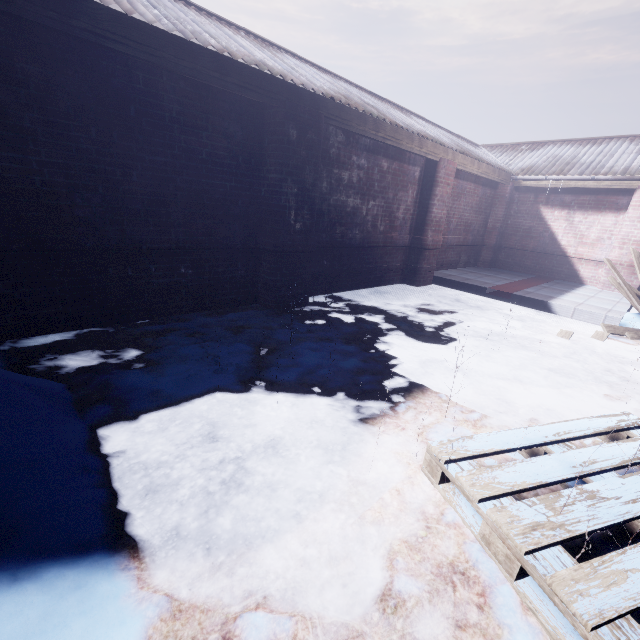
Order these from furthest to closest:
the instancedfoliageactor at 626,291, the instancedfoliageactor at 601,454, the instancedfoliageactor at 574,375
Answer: the instancedfoliageactor at 626,291 < the instancedfoliageactor at 574,375 < the instancedfoliageactor at 601,454

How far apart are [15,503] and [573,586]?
1.9m

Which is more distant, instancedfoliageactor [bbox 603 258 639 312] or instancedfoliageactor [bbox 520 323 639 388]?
instancedfoliageactor [bbox 603 258 639 312]

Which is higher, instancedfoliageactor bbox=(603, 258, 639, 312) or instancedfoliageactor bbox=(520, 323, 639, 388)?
instancedfoliageactor bbox=(603, 258, 639, 312)

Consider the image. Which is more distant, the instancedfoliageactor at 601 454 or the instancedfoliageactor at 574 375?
the instancedfoliageactor at 574 375

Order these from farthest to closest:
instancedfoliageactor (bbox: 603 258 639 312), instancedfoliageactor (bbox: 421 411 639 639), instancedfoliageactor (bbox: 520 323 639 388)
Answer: instancedfoliageactor (bbox: 603 258 639 312) < instancedfoliageactor (bbox: 520 323 639 388) < instancedfoliageactor (bbox: 421 411 639 639)
